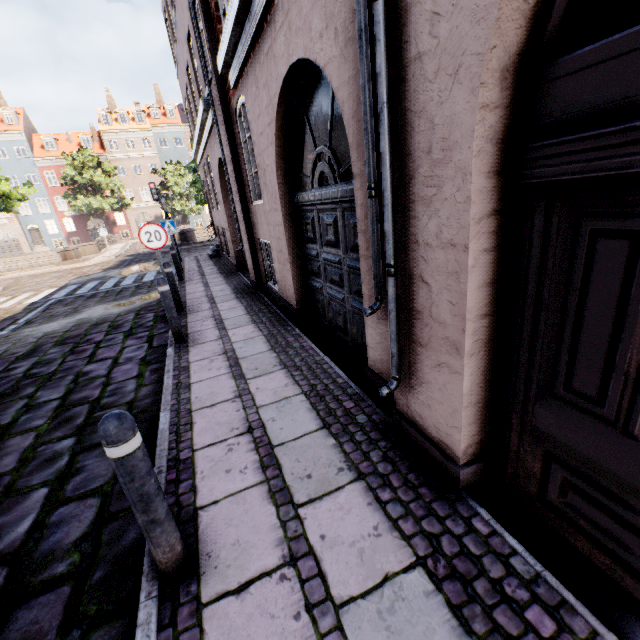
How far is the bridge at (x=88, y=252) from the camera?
20.94m

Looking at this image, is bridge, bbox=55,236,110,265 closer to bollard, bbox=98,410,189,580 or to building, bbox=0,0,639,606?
building, bbox=0,0,639,606

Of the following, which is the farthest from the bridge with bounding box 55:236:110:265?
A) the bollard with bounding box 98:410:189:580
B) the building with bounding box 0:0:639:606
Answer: the bollard with bounding box 98:410:189:580

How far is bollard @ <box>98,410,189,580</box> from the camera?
1.5m

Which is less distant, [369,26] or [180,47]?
[369,26]

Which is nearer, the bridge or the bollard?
the bollard

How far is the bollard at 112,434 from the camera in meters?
1.5 m
